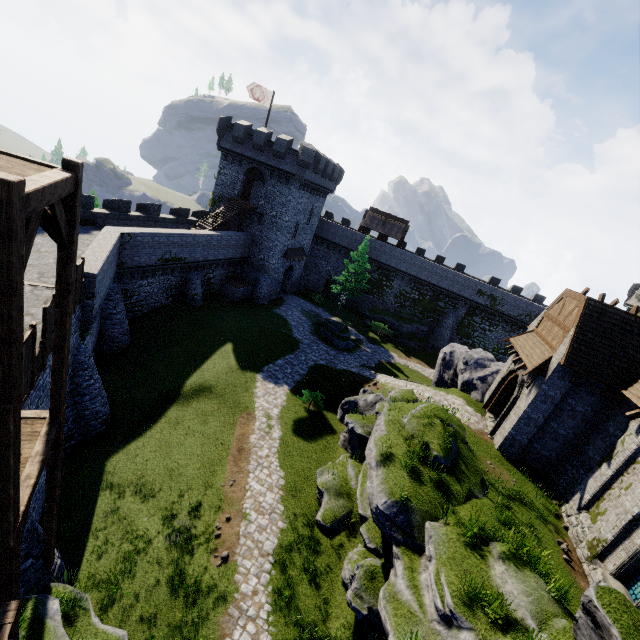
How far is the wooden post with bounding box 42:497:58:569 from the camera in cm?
892

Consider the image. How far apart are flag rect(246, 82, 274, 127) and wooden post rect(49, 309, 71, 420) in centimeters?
3228cm

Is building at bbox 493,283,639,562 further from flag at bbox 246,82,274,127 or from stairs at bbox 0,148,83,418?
flag at bbox 246,82,274,127

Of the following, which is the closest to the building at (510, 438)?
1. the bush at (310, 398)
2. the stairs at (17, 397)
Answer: the bush at (310, 398)

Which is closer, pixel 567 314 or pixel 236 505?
pixel 236 505

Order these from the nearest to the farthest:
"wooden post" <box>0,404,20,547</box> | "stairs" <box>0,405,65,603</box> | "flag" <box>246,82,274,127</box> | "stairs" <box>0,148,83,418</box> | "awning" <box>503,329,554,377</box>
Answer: "stairs" <box>0,148,83,418</box> → "wooden post" <box>0,404,20,547</box> → "stairs" <box>0,405,65,603</box> → "awning" <box>503,329,554,377</box> → "flag" <box>246,82,274,127</box>

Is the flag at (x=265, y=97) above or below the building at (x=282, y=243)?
above

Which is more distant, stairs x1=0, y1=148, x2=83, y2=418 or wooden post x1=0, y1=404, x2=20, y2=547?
wooden post x1=0, y1=404, x2=20, y2=547
